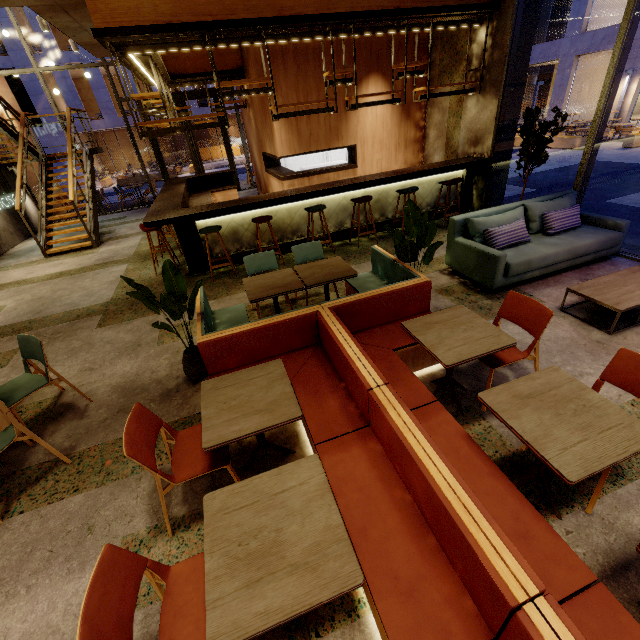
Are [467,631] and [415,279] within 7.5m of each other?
yes

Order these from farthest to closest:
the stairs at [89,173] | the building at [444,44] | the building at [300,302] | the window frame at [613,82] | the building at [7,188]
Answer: the building at [7,188] → the stairs at [89,173] → the building at [444,44] → the building at [300,302] → the window frame at [613,82]

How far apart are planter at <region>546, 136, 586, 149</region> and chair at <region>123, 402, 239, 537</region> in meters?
19.8

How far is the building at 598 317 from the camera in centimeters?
370cm

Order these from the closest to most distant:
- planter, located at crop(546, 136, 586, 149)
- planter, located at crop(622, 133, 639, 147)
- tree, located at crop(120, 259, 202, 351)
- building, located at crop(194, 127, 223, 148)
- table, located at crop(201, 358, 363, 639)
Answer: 1. table, located at crop(201, 358, 363, 639)
2. tree, located at crop(120, 259, 202, 351)
3. planter, located at crop(622, 133, 639, 147)
4. planter, located at crop(546, 136, 586, 149)
5. building, located at crop(194, 127, 223, 148)

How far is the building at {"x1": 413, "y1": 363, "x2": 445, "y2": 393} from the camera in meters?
3.2 m

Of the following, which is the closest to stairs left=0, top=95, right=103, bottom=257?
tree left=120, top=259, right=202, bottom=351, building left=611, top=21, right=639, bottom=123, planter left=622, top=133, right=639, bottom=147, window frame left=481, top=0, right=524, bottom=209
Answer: tree left=120, top=259, right=202, bottom=351

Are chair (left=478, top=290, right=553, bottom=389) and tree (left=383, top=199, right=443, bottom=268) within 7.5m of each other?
yes
